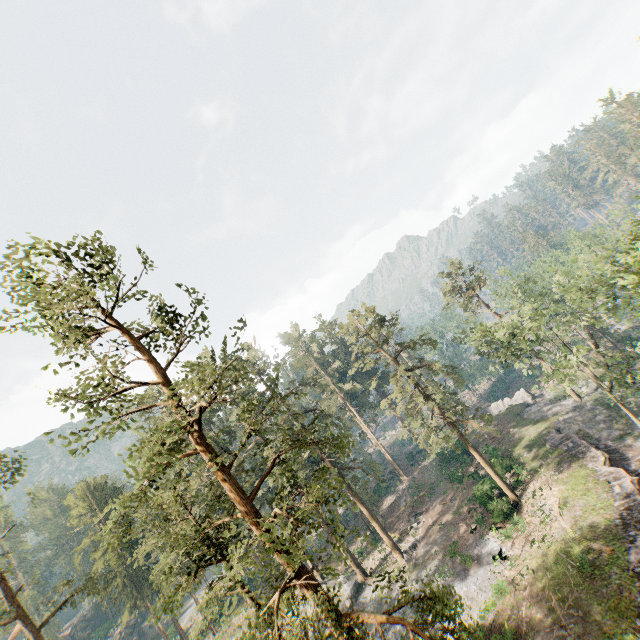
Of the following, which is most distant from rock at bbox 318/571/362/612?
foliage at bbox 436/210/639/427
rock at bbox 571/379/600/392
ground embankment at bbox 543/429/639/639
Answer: rock at bbox 571/379/600/392

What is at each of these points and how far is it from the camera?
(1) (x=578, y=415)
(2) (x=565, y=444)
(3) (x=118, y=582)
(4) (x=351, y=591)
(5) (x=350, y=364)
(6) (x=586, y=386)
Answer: (1) rock, 38.72m
(2) ground embankment, 33.25m
(3) foliage, 44.34m
(4) rock, 34.97m
(5) foliage, 59.44m
(6) rock, 44.62m

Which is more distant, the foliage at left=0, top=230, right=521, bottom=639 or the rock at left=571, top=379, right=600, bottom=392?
the rock at left=571, top=379, right=600, bottom=392

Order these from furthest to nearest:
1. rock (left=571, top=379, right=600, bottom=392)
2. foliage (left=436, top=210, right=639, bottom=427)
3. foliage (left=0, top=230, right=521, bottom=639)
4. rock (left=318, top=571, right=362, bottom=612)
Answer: rock (left=571, top=379, right=600, bottom=392) → rock (left=318, top=571, right=362, bottom=612) → foliage (left=436, top=210, right=639, bottom=427) → foliage (left=0, top=230, right=521, bottom=639)

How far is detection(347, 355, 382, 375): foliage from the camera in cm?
3213

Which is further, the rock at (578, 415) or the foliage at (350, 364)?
the rock at (578, 415)

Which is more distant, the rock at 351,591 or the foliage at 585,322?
the rock at 351,591

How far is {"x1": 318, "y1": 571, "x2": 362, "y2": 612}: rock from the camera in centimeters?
3328cm
